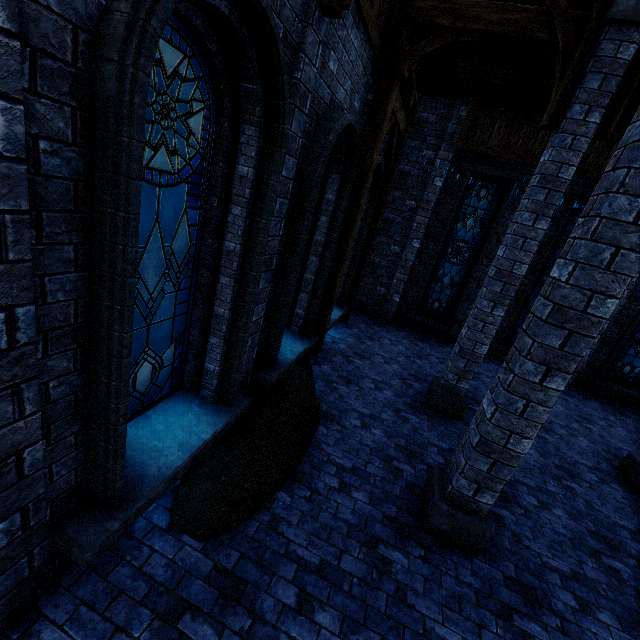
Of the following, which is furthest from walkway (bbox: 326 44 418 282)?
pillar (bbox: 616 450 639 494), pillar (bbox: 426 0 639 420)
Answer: pillar (bbox: 616 450 639 494)

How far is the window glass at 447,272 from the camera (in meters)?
10.08

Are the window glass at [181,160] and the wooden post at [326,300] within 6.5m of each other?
yes

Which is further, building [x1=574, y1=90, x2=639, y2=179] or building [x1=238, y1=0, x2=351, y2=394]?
building [x1=574, y1=90, x2=639, y2=179]

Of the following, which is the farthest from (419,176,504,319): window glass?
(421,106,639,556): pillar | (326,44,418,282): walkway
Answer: (421,106,639,556): pillar

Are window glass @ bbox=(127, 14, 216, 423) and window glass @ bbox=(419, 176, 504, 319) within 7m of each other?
no

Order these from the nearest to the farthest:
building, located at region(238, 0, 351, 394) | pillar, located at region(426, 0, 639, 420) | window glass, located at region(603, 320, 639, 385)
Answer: building, located at region(238, 0, 351, 394) → pillar, located at region(426, 0, 639, 420) → window glass, located at region(603, 320, 639, 385)

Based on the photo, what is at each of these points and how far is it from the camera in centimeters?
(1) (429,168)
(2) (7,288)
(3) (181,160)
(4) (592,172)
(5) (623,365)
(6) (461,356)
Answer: (1) building, 1000cm
(2) building, 162cm
(3) window glass, 295cm
(4) building, 873cm
(5) window glass, 1008cm
(6) pillar, 642cm
